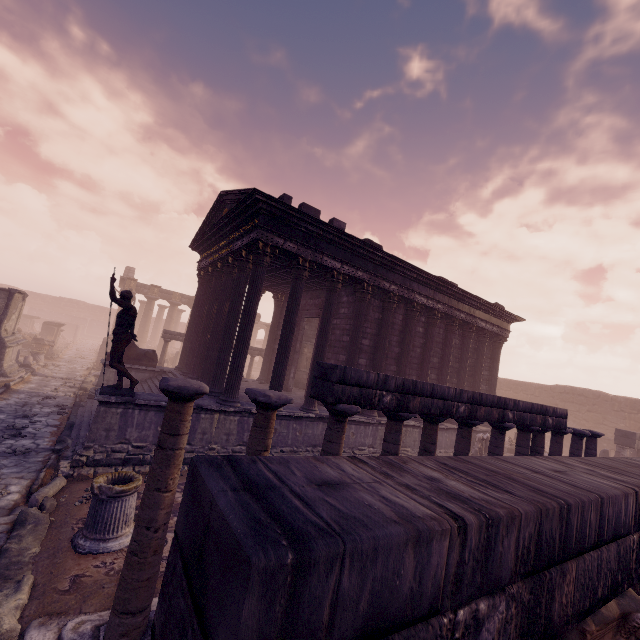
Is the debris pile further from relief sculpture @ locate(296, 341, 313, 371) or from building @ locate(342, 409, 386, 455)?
relief sculpture @ locate(296, 341, 313, 371)

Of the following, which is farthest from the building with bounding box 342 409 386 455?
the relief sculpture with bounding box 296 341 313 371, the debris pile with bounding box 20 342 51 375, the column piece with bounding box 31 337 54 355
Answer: the column piece with bounding box 31 337 54 355

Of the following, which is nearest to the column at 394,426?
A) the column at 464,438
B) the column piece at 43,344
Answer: the column at 464,438

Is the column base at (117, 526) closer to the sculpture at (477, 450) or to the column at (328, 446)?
the column at (328, 446)

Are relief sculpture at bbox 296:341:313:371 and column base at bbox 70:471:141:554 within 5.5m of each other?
no

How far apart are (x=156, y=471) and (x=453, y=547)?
3.12m

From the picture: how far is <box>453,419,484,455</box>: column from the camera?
6.2m

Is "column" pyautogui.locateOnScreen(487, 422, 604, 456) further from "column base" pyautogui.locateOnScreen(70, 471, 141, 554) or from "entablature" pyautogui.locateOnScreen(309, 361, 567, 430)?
"column base" pyautogui.locateOnScreen(70, 471, 141, 554)
